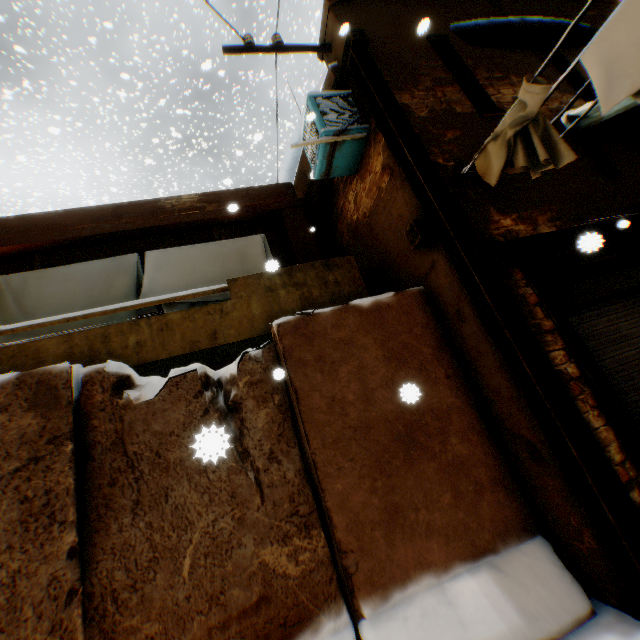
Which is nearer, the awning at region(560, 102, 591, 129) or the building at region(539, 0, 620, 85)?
the awning at region(560, 102, 591, 129)

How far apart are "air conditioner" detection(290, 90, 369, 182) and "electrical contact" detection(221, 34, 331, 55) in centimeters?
97cm

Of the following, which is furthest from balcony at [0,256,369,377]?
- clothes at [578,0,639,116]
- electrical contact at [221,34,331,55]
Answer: electrical contact at [221,34,331,55]

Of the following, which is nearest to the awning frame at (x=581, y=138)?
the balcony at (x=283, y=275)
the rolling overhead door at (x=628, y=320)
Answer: the rolling overhead door at (x=628, y=320)

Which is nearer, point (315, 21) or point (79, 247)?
point (79, 247)

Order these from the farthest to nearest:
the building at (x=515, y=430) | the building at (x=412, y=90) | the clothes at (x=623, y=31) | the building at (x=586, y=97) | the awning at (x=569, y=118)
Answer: the building at (x=586, y=97) → the awning at (x=569, y=118) → the building at (x=412, y=90) → the building at (x=515, y=430) → the clothes at (x=623, y=31)

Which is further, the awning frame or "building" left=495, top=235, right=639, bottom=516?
the awning frame

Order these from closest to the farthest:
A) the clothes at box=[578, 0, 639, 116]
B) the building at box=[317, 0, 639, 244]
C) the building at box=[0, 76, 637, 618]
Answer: the clothes at box=[578, 0, 639, 116] < the building at box=[0, 76, 637, 618] < the building at box=[317, 0, 639, 244]
